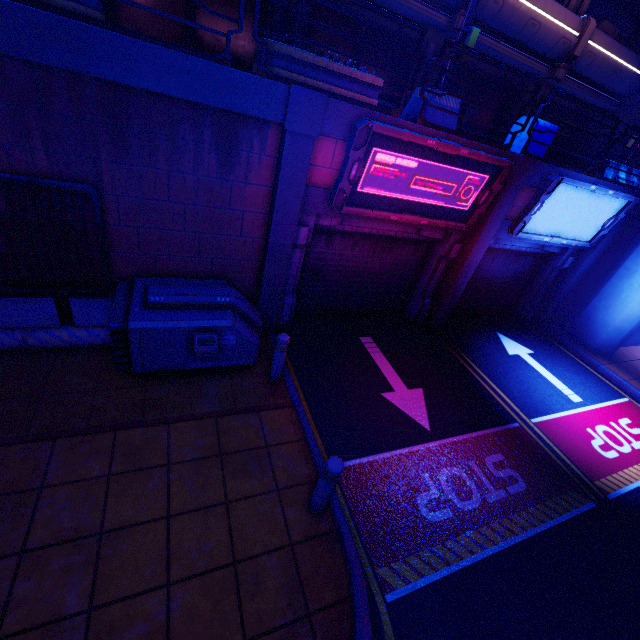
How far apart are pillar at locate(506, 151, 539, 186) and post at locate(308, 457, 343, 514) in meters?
7.1 m

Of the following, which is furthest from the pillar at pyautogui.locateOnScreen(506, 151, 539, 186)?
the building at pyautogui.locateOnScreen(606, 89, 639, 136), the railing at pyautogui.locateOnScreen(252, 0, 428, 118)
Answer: the building at pyautogui.locateOnScreen(606, 89, 639, 136)

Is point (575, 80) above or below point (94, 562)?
above

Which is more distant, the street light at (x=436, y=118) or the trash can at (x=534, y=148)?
the trash can at (x=534, y=148)

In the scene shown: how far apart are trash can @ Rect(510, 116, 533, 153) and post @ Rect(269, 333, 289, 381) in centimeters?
721cm

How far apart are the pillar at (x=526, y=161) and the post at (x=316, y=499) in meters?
7.1 m

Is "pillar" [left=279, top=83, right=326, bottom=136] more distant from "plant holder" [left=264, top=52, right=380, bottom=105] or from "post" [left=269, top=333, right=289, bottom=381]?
"post" [left=269, top=333, right=289, bottom=381]

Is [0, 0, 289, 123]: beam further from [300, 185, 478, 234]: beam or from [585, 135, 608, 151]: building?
[585, 135, 608, 151]: building
